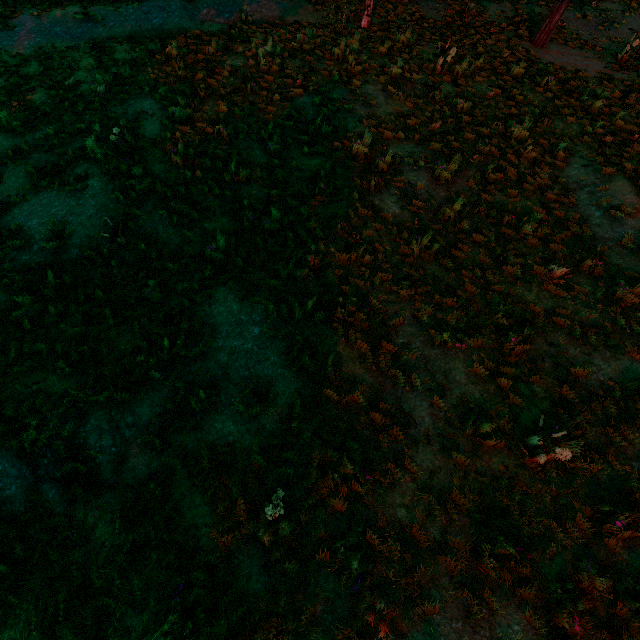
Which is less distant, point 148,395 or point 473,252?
point 148,395
